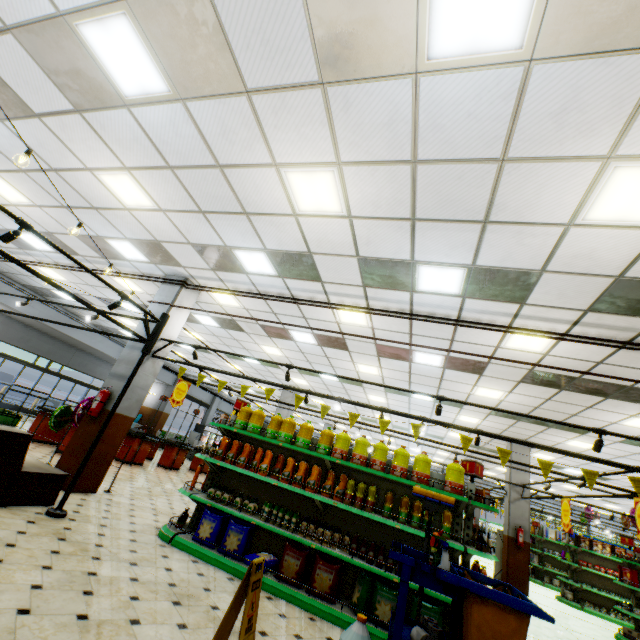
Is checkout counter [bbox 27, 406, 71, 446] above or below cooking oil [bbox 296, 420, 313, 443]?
below

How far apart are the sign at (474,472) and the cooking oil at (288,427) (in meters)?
2.86

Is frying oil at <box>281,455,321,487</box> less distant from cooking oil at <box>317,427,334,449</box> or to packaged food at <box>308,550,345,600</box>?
cooking oil at <box>317,427,334,449</box>

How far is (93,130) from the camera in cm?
457

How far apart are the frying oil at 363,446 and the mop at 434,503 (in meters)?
1.52

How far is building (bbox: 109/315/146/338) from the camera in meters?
7.5

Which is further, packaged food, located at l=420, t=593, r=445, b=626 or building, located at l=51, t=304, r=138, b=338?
building, located at l=51, t=304, r=138, b=338

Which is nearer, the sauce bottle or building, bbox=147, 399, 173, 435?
the sauce bottle
